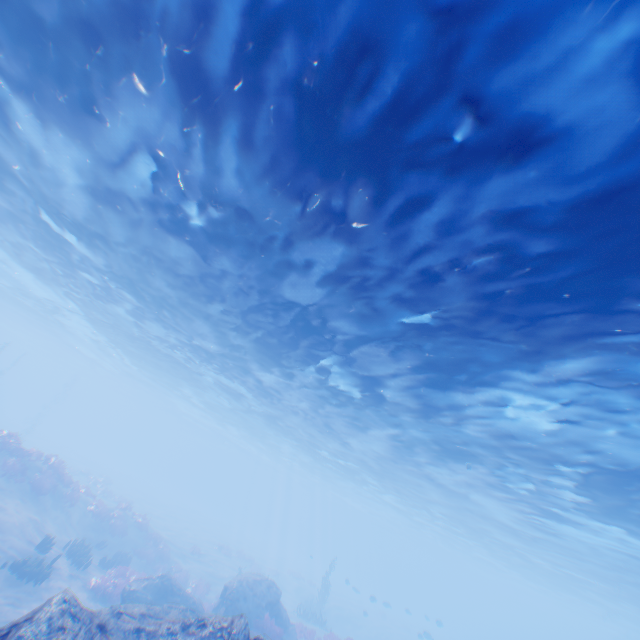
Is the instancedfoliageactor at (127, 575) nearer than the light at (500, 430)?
No

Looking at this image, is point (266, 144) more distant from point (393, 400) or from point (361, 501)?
point (361, 501)

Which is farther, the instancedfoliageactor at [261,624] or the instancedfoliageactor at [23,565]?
the instancedfoliageactor at [261,624]

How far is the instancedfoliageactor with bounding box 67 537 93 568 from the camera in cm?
1636

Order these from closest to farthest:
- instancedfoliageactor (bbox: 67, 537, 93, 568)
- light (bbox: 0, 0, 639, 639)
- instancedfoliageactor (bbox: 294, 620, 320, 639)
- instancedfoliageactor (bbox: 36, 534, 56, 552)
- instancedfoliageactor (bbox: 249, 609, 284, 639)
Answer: light (bbox: 0, 0, 639, 639), instancedfoliageactor (bbox: 36, 534, 56, 552), instancedfoliageactor (bbox: 249, 609, 284, 639), instancedfoliageactor (bbox: 67, 537, 93, 568), instancedfoliageactor (bbox: 294, 620, 320, 639)

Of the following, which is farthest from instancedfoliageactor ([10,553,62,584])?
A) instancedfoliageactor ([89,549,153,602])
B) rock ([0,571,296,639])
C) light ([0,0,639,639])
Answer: light ([0,0,639,639])

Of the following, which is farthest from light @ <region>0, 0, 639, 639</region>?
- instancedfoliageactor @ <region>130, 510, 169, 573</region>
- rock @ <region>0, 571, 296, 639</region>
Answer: instancedfoliageactor @ <region>130, 510, 169, 573</region>
